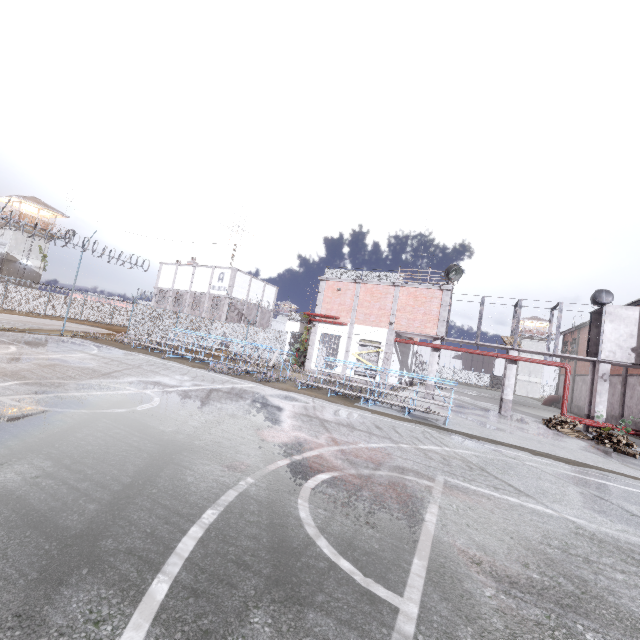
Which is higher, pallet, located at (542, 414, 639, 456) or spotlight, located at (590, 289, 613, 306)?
spotlight, located at (590, 289, 613, 306)

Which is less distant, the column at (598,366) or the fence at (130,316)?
the column at (598,366)

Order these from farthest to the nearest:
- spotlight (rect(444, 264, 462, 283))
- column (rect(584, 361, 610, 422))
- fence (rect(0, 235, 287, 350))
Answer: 1. fence (rect(0, 235, 287, 350))
2. spotlight (rect(444, 264, 462, 283))
3. column (rect(584, 361, 610, 422))

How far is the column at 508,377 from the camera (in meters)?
18.91

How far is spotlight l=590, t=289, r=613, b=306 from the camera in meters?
18.9

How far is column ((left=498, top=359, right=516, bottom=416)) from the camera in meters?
18.9

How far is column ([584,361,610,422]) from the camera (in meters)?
17.17

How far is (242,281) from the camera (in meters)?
37.78
